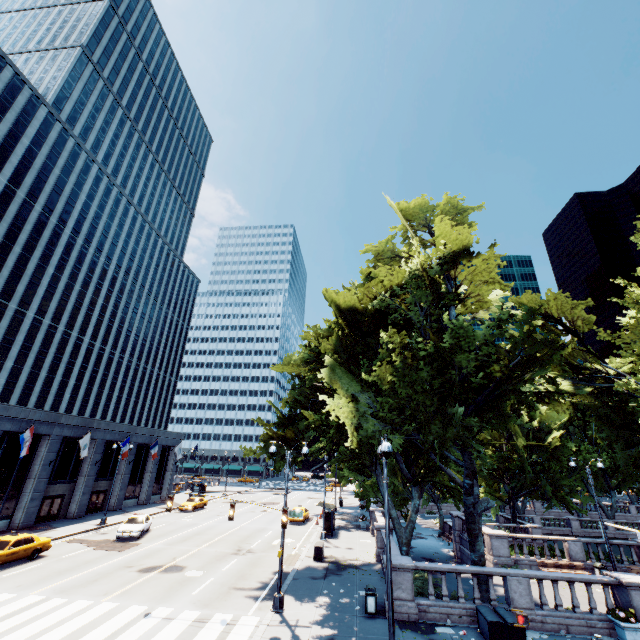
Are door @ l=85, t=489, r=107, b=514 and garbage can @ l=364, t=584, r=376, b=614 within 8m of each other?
no

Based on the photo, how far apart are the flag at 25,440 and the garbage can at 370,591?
26.3 meters

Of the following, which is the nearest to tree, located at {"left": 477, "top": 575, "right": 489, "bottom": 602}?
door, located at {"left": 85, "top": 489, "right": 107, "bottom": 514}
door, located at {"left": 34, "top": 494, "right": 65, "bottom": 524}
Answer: door, located at {"left": 34, "top": 494, "right": 65, "bottom": 524}

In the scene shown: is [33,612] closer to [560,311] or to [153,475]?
[153,475]

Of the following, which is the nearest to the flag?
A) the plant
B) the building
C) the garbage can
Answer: the building

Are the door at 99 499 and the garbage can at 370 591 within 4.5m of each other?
no

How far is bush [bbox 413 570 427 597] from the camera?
16.4 meters

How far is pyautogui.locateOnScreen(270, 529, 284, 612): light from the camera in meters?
15.1
